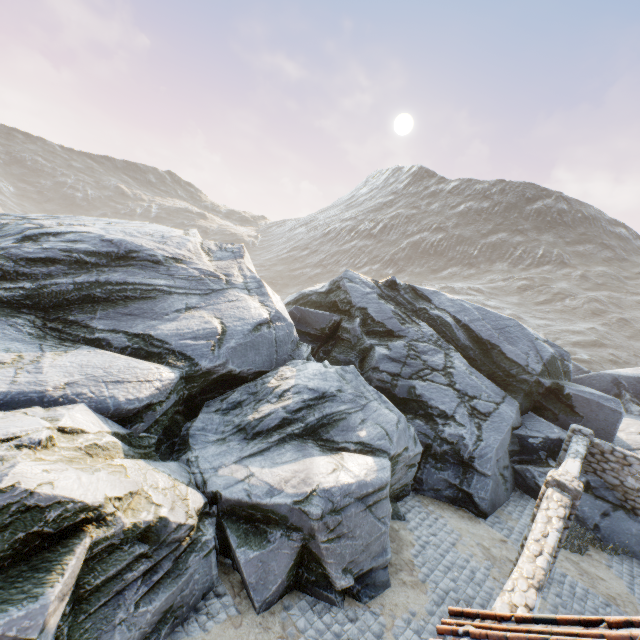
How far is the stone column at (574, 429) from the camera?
12.2 meters

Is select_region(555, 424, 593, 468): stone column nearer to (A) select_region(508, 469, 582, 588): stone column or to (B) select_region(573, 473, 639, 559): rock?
(B) select_region(573, 473, 639, 559): rock

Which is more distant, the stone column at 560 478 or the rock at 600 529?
the rock at 600 529

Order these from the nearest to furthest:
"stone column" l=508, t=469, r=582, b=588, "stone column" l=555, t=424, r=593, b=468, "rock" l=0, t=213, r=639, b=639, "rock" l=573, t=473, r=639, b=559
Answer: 1. "rock" l=0, t=213, r=639, b=639
2. "stone column" l=508, t=469, r=582, b=588
3. "rock" l=573, t=473, r=639, b=559
4. "stone column" l=555, t=424, r=593, b=468

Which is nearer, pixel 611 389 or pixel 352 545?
pixel 352 545

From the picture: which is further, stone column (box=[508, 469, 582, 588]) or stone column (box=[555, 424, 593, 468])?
stone column (box=[555, 424, 593, 468])

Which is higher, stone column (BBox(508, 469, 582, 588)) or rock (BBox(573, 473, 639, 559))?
stone column (BBox(508, 469, 582, 588))

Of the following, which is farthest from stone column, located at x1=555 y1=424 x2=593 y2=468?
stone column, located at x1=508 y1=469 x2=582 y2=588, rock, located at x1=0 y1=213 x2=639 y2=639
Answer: stone column, located at x1=508 y1=469 x2=582 y2=588
